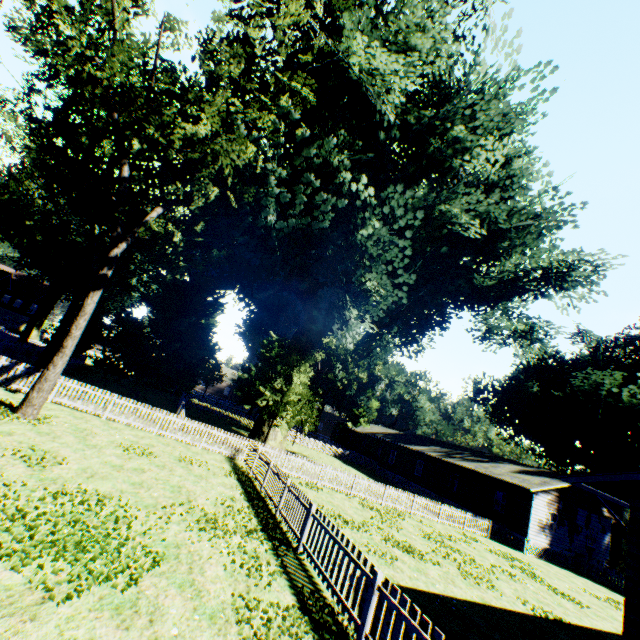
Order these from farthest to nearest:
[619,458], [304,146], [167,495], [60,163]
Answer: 1. [619,458]
2. [60,163]
3. [304,146]
4. [167,495]

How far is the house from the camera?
24.7 meters

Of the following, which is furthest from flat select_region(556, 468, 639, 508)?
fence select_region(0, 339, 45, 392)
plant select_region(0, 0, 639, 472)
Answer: plant select_region(0, 0, 639, 472)

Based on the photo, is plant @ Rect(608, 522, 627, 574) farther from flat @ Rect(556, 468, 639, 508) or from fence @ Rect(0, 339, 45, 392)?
flat @ Rect(556, 468, 639, 508)

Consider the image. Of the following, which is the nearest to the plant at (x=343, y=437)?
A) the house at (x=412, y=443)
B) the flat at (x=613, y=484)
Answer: the house at (x=412, y=443)

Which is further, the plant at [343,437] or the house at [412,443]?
the plant at [343,437]

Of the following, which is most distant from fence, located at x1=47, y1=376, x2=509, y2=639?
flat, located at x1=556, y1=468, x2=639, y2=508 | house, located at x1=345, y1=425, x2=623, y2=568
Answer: flat, located at x1=556, y1=468, x2=639, y2=508

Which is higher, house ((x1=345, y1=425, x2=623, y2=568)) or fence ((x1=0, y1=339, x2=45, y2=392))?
house ((x1=345, y1=425, x2=623, y2=568))
